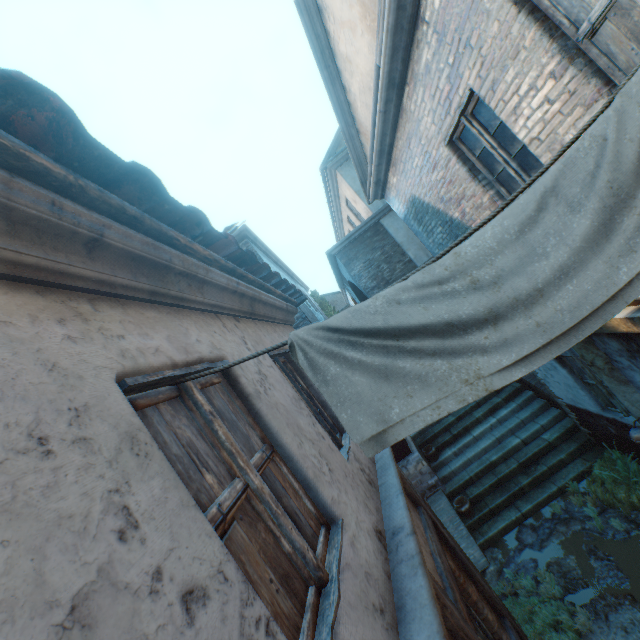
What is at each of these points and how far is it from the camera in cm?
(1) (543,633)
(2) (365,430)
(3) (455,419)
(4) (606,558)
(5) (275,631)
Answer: (1) plants, 482
(2) clothesline, 151
(3) stairs, 988
(4) ground stones, 527
(5) building, 105

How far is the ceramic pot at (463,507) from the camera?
7.5m

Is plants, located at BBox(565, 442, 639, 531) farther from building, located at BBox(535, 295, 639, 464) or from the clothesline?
the clothesline

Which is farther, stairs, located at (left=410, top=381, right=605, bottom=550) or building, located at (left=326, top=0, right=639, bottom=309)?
stairs, located at (left=410, top=381, right=605, bottom=550)

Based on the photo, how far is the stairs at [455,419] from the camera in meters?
7.1 m

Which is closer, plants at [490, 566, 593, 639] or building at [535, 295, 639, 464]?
building at [535, 295, 639, 464]

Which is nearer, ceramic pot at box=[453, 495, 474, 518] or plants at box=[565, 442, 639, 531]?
plants at box=[565, 442, 639, 531]

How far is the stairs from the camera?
7.06m
